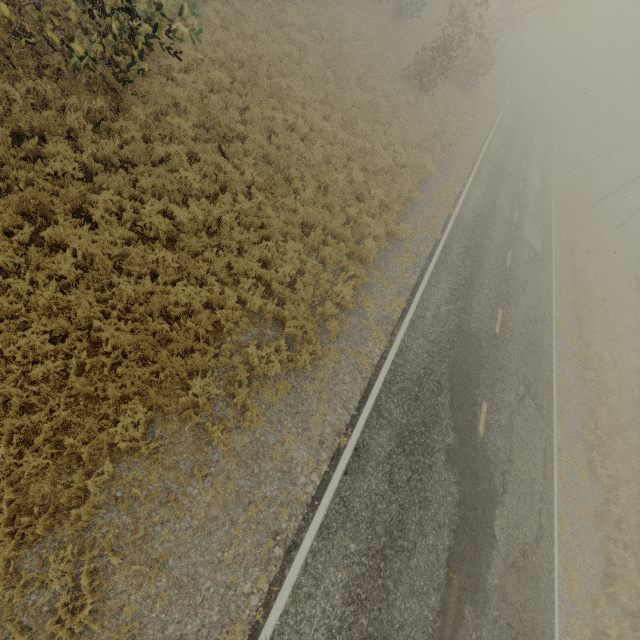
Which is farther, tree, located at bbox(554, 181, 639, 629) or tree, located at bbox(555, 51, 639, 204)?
tree, located at bbox(555, 51, 639, 204)

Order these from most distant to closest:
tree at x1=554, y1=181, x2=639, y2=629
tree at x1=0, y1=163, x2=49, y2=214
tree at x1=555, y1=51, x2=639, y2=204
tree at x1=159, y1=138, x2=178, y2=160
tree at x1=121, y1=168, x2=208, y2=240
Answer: tree at x1=555, y1=51, x2=639, y2=204 → tree at x1=554, y1=181, x2=639, y2=629 → tree at x1=159, y1=138, x2=178, y2=160 → tree at x1=121, y1=168, x2=208, y2=240 → tree at x1=0, y1=163, x2=49, y2=214

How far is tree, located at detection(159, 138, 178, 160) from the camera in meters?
8.5 m

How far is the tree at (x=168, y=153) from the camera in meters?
8.5 m

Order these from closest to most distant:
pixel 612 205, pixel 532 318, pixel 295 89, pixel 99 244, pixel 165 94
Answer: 1. pixel 99 244
2. pixel 165 94
3. pixel 295 89
4. pixel 532 318
5. pixel 612 205
